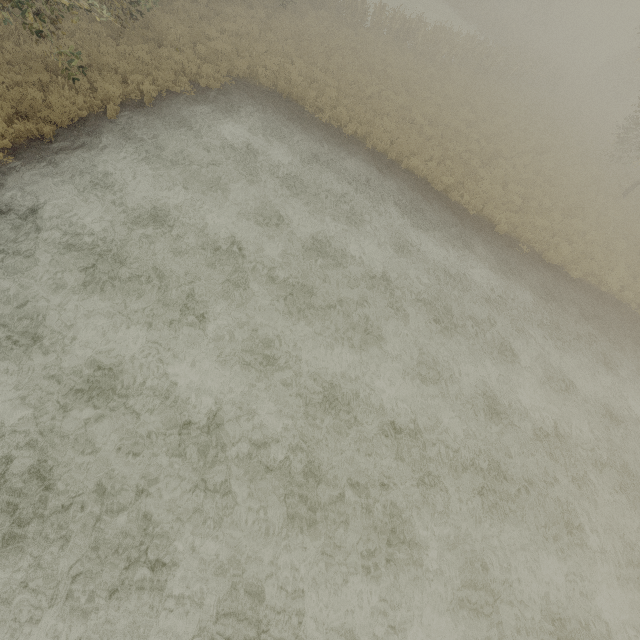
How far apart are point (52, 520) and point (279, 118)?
15.2m
